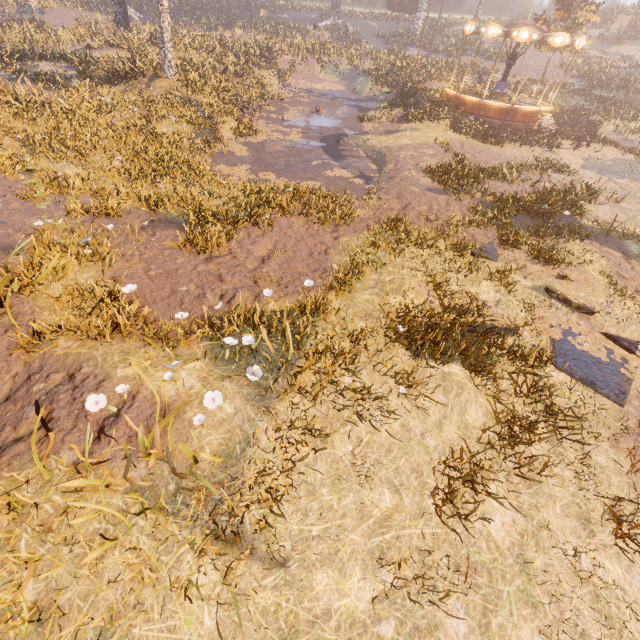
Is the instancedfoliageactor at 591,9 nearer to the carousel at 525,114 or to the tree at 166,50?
the carousel at 525,114

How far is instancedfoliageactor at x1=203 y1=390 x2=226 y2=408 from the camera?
4.4m

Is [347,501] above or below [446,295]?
below

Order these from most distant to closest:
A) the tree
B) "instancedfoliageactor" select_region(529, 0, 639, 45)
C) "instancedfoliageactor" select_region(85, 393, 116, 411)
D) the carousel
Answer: "instancedfoliageactor" select_region(529, 0, 639, 45) < the carousel < the tree < "instancedfoliageactor" select_region(85, 393, 116, 411)

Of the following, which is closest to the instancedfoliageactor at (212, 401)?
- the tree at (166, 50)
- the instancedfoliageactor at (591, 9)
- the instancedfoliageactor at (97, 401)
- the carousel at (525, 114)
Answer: the instancedfoliageactor at (97, 401)

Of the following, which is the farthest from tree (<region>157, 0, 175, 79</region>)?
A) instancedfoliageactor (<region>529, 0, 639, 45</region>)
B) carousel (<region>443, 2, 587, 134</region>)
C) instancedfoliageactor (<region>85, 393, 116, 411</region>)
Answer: instancedfoliageactor (<region>85, 393, 116, 411</region>)

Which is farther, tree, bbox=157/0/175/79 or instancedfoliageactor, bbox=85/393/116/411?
tree, bbox=157/0/175/79

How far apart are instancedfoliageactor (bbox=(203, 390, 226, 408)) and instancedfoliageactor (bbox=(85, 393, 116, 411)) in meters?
1.2 m
